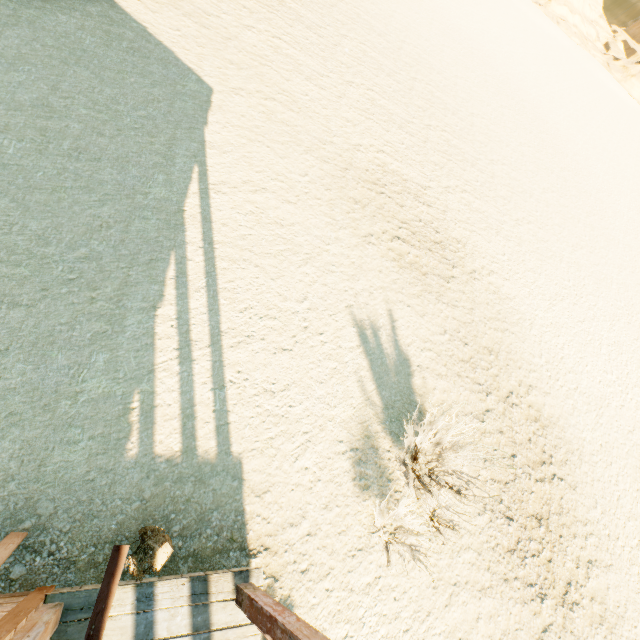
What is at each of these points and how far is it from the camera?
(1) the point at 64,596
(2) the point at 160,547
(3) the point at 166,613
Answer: (1) building, 3.0 meters
(2) plant, 3.4 meters
(3) building, 3.3 meters

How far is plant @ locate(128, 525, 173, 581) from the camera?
3.3m

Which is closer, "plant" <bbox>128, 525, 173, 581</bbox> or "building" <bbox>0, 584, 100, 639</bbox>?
"building" <bbox>0, 584, 100, 639</bbox>

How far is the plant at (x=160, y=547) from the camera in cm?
330

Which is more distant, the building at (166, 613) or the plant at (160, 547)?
the plant at (160, 547)
